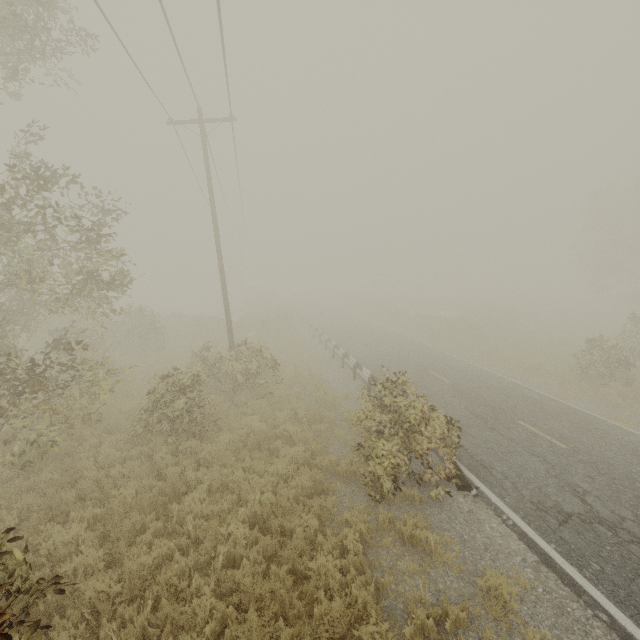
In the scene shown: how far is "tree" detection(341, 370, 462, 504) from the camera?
7.3m

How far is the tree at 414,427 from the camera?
7.27m

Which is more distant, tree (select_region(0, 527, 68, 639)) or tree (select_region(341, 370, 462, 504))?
tree (select_region(341, 370, 462, 504))

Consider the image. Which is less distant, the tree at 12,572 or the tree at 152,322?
the tree at 12,572

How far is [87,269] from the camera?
9.5 meters
